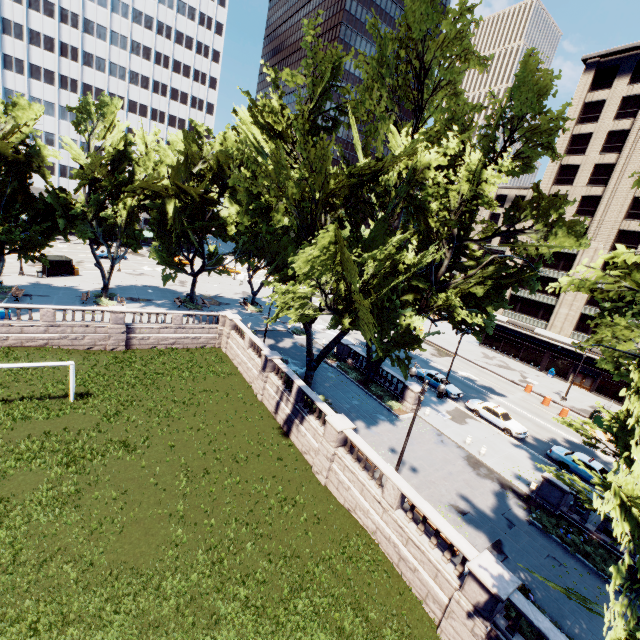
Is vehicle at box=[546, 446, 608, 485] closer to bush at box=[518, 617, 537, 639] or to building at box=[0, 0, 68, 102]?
bush at box=[518, 617, 537, 639]

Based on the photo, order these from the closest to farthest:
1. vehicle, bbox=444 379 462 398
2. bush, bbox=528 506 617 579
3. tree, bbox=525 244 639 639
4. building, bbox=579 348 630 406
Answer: tree, bbox=525 244 639 639
bush, bbox=528 506 617 579
vehicle, bbox=444 379 462 398
building, bbox=579 348 630 406

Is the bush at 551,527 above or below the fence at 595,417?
below

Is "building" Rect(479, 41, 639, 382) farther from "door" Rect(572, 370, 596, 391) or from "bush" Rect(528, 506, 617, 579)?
"bush" Rect(528, 506, 617, 579)

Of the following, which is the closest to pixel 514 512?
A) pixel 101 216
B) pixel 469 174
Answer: pixel 469 174

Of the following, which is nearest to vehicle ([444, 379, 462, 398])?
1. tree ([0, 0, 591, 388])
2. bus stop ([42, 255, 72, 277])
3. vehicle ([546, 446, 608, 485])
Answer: vehicle ([546, 446, 608, 485])

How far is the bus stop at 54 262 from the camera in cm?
4062

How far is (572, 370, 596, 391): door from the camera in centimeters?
4416cm
